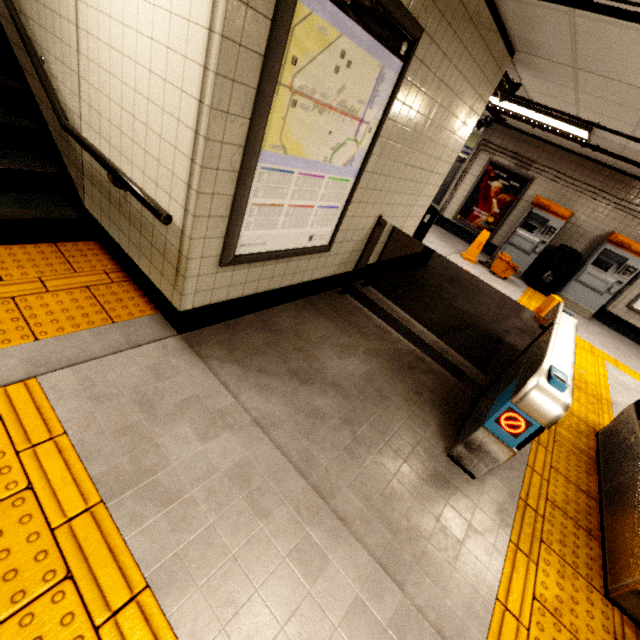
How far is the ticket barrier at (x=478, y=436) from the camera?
2.04m

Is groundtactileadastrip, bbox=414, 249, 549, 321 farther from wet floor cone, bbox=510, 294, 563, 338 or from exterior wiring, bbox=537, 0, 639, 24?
exterior wiring, bbox=537, 0, 639, 24

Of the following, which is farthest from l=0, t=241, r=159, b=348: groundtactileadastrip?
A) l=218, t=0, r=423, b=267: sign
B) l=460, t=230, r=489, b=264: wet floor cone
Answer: l=460, t=230, r=489, b=264: wet floor cone

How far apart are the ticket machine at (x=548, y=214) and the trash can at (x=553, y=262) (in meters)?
0.21

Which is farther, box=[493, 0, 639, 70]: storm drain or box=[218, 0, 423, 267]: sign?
box=[493, 0, 639, 70]: storm drain

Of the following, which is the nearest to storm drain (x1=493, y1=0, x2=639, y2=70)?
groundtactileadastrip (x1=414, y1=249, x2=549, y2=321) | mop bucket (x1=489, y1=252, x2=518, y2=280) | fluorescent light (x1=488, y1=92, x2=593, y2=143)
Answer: fluorescent light (x1=488, y1=92, x2=593, y2=143)

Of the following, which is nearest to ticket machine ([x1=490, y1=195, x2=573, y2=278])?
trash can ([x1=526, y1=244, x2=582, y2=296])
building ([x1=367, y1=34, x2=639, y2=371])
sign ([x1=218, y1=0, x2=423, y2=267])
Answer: trash can ([x1=526, y1=244, x2=582, y2=296])

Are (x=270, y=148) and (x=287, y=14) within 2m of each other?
yes
